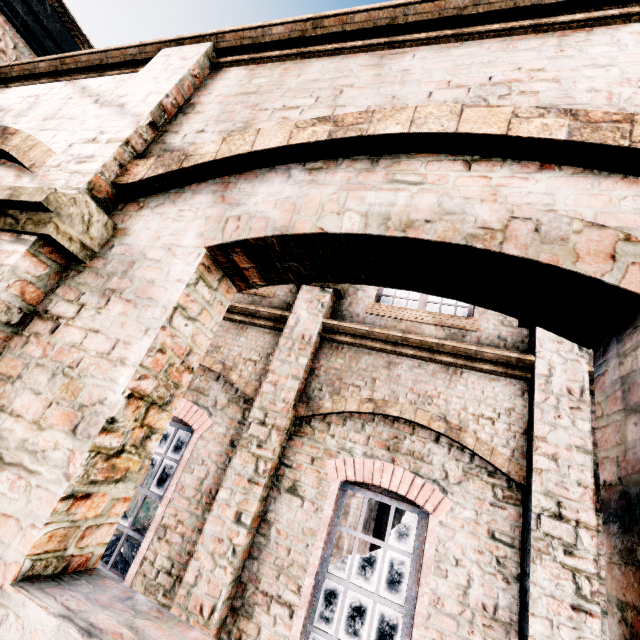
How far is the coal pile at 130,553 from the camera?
13.64m

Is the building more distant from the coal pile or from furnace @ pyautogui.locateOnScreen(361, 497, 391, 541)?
the coal pile

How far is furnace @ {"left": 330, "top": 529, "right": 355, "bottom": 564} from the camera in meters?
16.4 m

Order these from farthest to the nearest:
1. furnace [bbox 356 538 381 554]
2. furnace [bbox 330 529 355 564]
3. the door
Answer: the door < furnace [bbox 356 538 381 554] < furnace [bbox 330 529 355 564]

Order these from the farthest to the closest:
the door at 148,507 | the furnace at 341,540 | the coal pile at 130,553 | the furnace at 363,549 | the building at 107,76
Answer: the door at 148,507
the furnace at 363,549
the furnace at 341,540
the coal pile at 130,553
the building at 107,76

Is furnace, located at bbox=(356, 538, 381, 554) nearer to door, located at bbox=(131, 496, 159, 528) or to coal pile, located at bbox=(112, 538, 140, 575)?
coal pile, located at bbox=(112, 538, 140, 575)

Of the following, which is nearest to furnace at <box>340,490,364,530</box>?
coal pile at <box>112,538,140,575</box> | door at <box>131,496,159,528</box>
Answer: coal pile at <box>112,538,140,575</box>

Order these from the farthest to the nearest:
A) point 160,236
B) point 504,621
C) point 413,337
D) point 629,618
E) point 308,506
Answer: point 413,337 < point 308,506 < point 504,621 < point 160,236 < point 629,618
